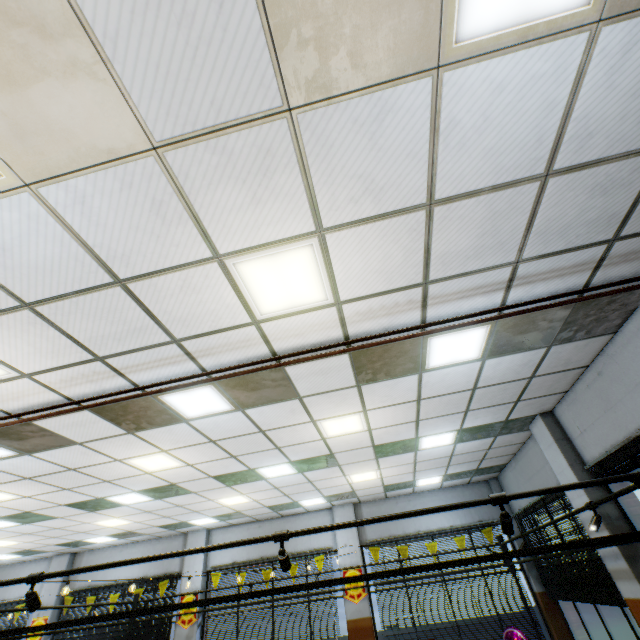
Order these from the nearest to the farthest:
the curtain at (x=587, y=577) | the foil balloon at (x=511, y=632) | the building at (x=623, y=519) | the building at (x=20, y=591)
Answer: the building at (x=623, y=519), the curtain at (x=587, y=577), the foil balloon at (x=511, y=632), the building at (x=20, y=591)

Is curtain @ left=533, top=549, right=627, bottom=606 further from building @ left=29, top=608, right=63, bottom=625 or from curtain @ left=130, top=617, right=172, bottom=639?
curtain @ left=130, top=617, right=172, bottom=639

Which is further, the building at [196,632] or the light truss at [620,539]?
the building at [196,632]

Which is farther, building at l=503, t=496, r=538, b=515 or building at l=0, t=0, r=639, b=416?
building at l=503, t=496, r=538, b=515

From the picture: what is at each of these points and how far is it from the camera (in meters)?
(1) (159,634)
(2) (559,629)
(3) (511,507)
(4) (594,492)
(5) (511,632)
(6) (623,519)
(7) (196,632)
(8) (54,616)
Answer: (1) curtain, 9.52
(2) building, 7.88
(3) building, 9.50
(4) building, 5.36
(5) foil balloon, 7.59
(6) building, 5.07
(7) building, 9.29
(8) building, 10.39

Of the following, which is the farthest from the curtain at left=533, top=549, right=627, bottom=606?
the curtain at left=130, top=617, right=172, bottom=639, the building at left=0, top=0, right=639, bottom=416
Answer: the curtain at left=130, top=617, right=172, bottom=639

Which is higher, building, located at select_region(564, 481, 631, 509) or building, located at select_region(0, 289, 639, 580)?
building, located at select_region(0, 289, 639, 580)
